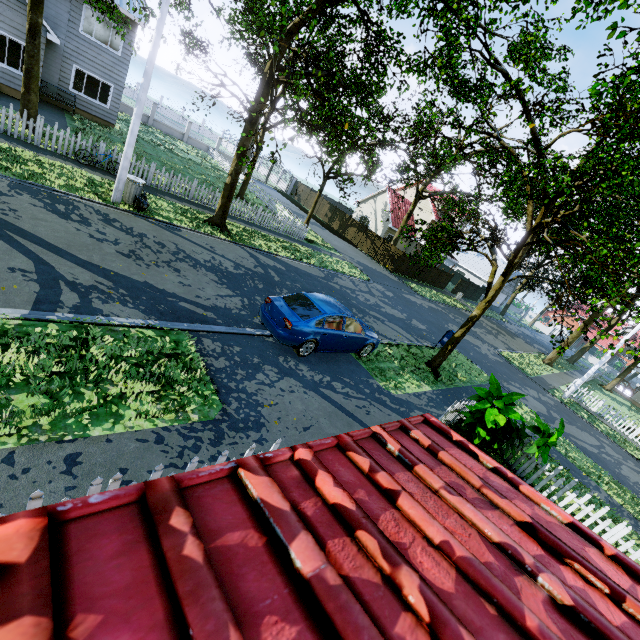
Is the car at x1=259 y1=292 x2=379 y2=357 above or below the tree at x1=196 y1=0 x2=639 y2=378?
below

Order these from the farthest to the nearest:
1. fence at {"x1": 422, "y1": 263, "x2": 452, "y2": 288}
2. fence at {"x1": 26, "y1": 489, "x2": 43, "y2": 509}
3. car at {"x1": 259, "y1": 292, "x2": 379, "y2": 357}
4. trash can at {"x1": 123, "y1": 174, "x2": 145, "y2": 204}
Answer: fence at {"x1": 422, "y1": 263, "x2": 452, "y2": 288}, trash can at {"x1": 123, "y1": 174, "x2": 145, "y2": 204}, car at {"x1": 259, "y1": 292, "x2": 379, "y2": 357}, fence at {"x1": 26, "y1": 489, "x2": 43, "y2": 509}

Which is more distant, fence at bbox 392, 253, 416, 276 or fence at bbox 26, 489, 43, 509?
fence at bbox 392, 253, 416, 276

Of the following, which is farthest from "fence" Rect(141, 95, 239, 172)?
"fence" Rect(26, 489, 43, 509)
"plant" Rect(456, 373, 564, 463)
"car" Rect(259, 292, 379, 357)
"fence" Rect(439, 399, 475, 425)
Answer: "car" Rect(259, 292, 379, 357)

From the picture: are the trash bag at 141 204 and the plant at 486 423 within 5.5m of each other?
no

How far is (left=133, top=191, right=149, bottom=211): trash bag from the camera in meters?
12.0

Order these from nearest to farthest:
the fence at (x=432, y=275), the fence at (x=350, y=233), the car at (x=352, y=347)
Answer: the car at (x=352, y=347), the fence at (x=350, y=233), the fence at (x=432, y=275)

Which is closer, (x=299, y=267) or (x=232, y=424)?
(x=232, y=424)
